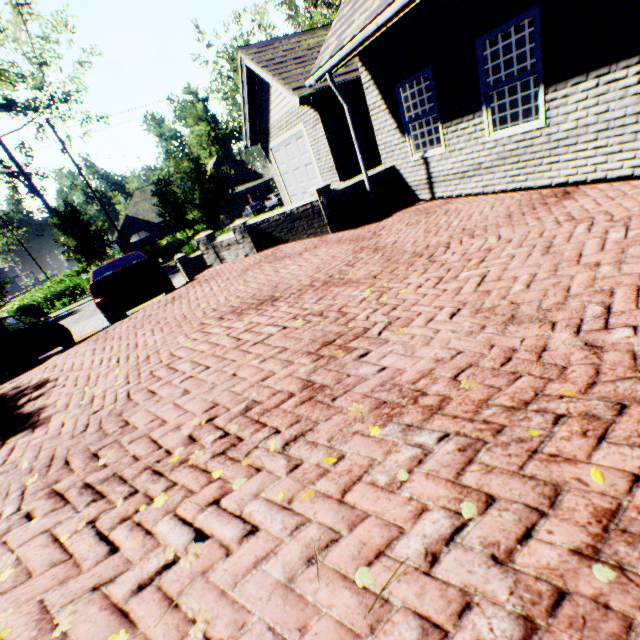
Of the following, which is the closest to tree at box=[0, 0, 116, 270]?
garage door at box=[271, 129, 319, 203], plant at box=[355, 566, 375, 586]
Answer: garage door at box=[271, 129, 319, 203]

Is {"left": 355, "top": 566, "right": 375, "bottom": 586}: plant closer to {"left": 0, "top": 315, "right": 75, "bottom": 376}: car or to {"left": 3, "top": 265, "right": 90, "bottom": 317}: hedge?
{"left": 0, "top": 315, "right": 75, "bottom": 376}: car

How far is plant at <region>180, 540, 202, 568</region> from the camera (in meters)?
1.81

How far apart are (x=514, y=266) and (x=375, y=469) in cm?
297

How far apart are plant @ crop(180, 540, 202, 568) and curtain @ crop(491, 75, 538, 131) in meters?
7.3 m

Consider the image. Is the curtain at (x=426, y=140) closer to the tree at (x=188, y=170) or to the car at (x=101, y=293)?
the car at (x=101, y=293)

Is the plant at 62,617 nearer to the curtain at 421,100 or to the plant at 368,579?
the plant at 368,579

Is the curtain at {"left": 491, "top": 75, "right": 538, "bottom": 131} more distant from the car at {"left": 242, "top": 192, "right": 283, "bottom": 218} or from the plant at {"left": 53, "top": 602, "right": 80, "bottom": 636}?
the car at {"left": 242, "top": 192, "right": 283, "bottom": 218}
